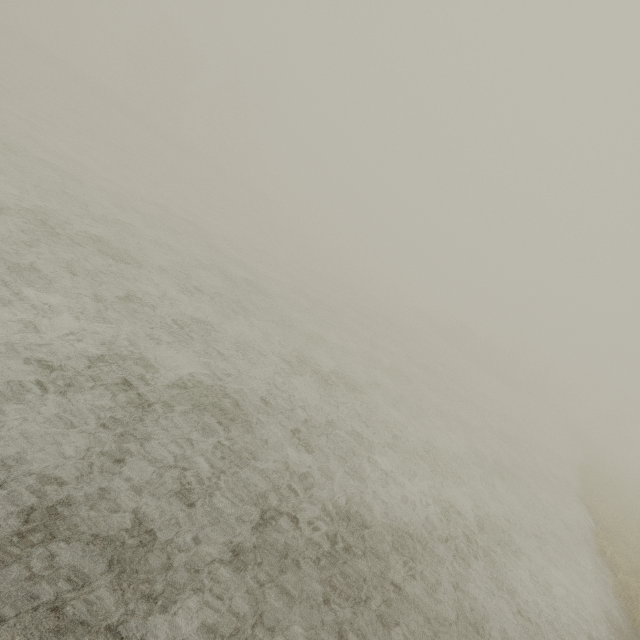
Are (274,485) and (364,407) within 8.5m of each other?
yes
